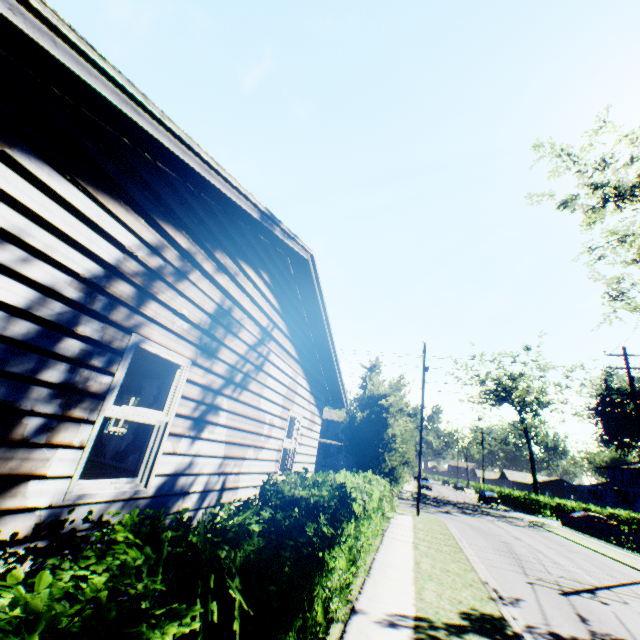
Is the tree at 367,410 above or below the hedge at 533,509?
above

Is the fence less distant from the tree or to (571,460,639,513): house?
the tree

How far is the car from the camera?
44.9 meters

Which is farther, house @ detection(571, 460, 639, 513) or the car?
house @ detection(571, 460, 639, 513)

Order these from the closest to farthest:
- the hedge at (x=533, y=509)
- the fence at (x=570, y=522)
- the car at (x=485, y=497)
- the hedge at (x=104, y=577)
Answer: the hedge at (x=104, y=577) < the fence at (x=570, y=522) < the hedge at (x=533, y=509) < the car at (x=485, y=497)

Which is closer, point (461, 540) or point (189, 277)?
point (189, 277)

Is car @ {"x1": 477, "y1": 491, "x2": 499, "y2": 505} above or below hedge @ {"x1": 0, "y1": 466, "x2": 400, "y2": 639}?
below

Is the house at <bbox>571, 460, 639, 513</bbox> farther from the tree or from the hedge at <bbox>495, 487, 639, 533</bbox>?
the tree
